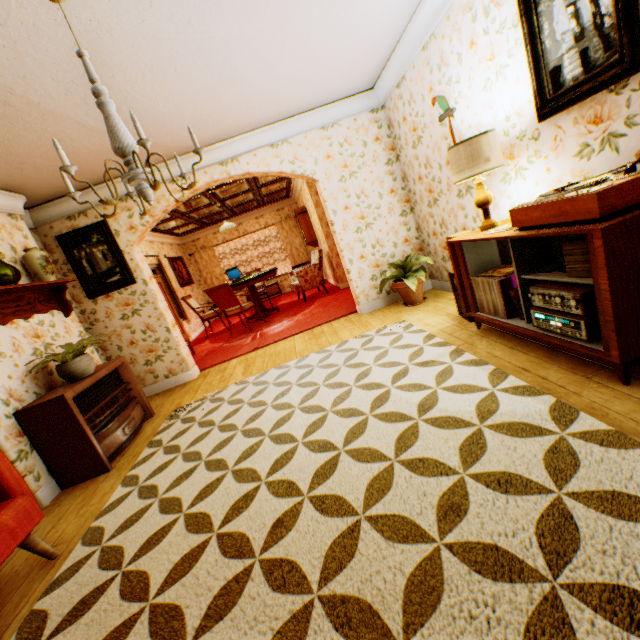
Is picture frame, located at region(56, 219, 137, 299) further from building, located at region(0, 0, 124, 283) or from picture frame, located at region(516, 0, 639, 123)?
picture frame, located at region(516, 0, 639, 123)

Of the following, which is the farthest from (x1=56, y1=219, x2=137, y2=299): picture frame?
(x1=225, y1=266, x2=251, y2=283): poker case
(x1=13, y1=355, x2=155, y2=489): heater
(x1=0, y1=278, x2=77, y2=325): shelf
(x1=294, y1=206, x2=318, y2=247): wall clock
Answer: (x1=294, y1=206, x2=318, y2=247): wall clock

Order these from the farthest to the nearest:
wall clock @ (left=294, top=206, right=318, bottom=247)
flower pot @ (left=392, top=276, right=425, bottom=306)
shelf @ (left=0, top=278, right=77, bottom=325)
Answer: wall clock @ (left=294, top=206, right=318, bottom=247)
flower pot @ (left=392, top=276, right=425, bottom=306)
shelf @ (left=0, top=278, right=77, bottom=325)

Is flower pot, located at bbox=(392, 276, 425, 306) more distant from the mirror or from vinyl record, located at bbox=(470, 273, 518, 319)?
the mirror

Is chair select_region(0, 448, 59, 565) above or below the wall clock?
below

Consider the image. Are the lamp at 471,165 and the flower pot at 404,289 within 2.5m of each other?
yes

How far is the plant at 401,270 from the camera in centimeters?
468cm

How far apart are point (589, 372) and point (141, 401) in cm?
471
